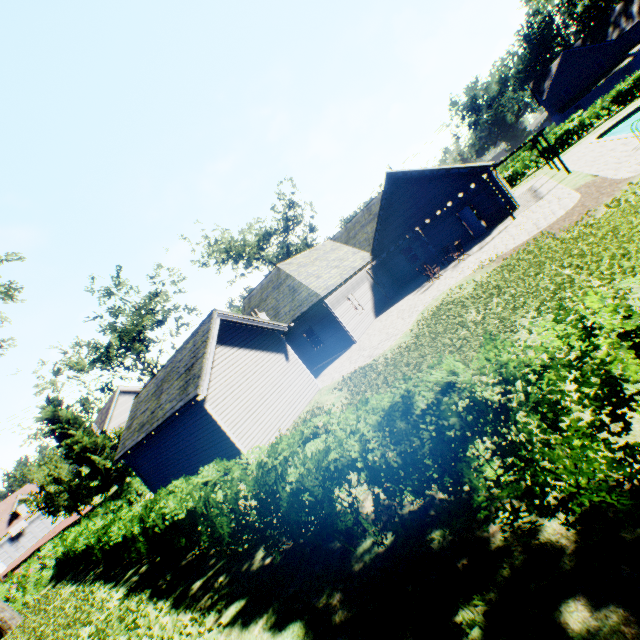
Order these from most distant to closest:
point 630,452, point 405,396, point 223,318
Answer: point 223,318 < point 405,396 < point 630,452

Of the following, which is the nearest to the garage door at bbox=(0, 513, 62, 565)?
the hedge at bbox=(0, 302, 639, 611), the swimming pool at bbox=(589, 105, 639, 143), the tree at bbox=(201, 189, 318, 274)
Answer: the tree at bbox=(201, 189, 318, 274)

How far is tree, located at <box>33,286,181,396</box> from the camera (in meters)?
25.59

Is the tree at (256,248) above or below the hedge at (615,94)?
above

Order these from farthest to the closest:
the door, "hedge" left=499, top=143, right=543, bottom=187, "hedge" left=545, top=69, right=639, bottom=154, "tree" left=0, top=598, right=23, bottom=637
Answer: "hedge" left=499, top=143, right=543, bottom=187
"hedge" left=545, top=69, right=639, bottom=154
the door
"tree" left=0, top=598, right=23, bottom=637

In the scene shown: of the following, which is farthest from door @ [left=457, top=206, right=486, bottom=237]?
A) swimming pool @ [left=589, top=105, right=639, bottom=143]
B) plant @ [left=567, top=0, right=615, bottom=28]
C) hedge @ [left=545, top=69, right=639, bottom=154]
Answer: hedge @ [left=545, top=69, right=639, bottom=154]

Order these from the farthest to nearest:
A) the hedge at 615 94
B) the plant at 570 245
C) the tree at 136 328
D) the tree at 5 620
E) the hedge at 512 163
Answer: the hedge at 512 163 → the hedge at 615 94 → the tree at 136 328 → the tree at 5 620 → the plant at 570 245

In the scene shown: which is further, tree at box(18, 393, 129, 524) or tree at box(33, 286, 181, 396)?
tree at box(33, 286, 181, 396)
